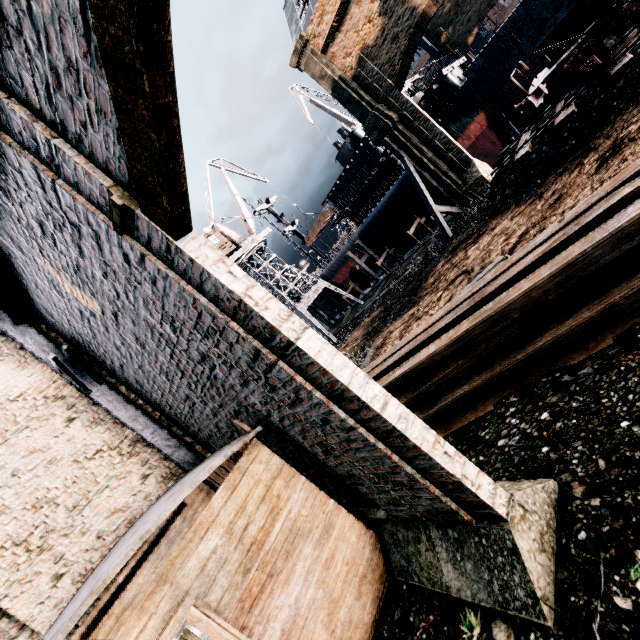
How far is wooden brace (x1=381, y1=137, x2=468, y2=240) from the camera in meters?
23.6

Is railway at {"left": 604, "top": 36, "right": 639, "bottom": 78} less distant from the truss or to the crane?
the truss

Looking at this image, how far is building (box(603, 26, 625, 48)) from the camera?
17.0m

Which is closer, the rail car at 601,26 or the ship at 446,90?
the rail car at 601,26

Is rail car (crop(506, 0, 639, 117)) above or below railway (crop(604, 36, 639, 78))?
above

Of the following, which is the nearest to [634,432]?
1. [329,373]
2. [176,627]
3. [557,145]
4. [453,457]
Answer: [453,457]

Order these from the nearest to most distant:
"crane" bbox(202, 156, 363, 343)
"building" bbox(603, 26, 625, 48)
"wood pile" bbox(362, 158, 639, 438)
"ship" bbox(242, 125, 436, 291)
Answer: "wood pile" bbox(362, 158, 639, 438), "building" bbox(603, 26, 625, 48), "crane" bbox(202, 156, 363, 343), "ship" bbox(242, 125, 436, 291)

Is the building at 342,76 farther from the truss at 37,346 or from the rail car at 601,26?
the rail car at 601,26
